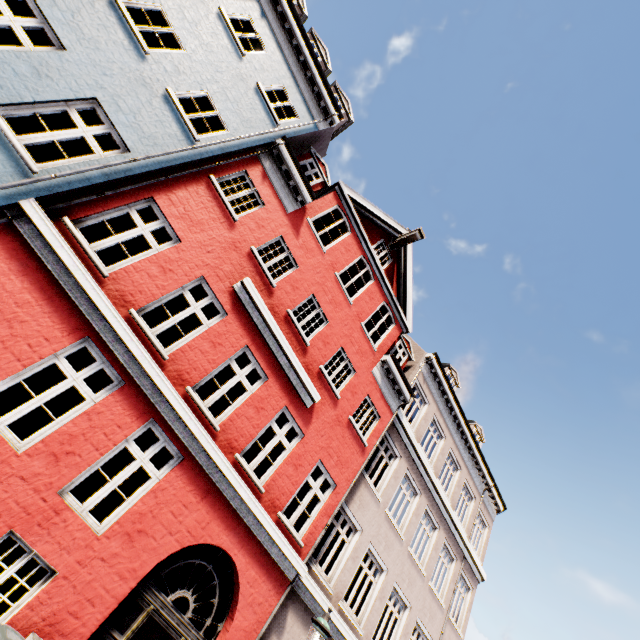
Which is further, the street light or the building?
the street light

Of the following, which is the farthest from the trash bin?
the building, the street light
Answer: the street light

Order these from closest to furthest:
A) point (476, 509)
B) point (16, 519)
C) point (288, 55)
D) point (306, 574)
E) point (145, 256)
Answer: point (16, 519)
point (145, 256)
point (306, 574)
point (288, 55)
point (476, 509)

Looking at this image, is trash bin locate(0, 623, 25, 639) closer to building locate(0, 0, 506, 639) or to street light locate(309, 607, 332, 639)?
building locate(0, 0, 506, 639)

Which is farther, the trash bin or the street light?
the street light

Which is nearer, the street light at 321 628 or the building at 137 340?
the building at 137 340

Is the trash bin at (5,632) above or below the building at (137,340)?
below
